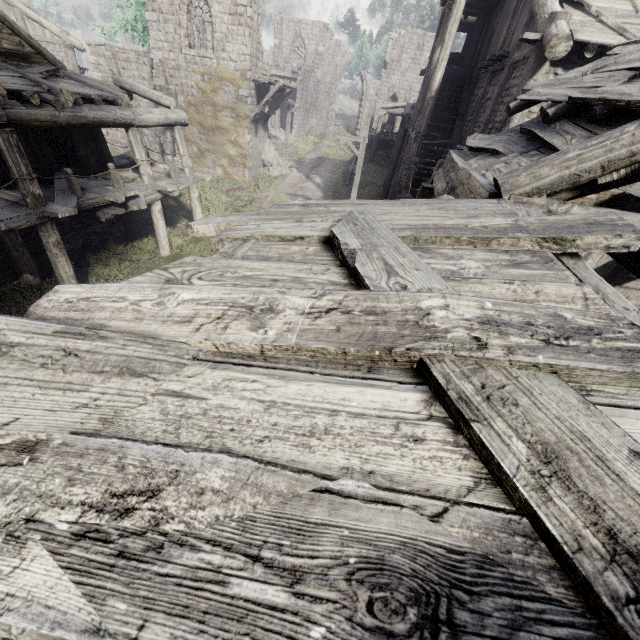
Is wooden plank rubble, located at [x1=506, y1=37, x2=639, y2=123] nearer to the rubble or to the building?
the building

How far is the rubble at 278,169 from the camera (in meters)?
25.75

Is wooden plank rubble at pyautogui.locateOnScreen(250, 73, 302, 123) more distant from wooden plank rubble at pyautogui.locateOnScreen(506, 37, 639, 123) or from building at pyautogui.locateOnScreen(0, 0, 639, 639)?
wooden plank rubble at pyautogui.locateOnScreen(506, 37, 639, 123)

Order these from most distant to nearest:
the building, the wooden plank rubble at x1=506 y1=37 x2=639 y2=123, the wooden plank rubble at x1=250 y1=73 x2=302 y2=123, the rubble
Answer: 1. the rubble
2. the wooden plank rubble at x1=250 y1=73 x2=302 y2=123
3. the wooden plank rubble at x1=506 y1=37 x2=639 y2=123
4. the building

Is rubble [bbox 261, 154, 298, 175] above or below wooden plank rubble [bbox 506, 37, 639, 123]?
below

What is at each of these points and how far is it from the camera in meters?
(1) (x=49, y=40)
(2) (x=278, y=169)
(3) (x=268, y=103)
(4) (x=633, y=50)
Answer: (1) building, 23.1 m
(2) rubble, 26.0 m
(3) wooden plank rubble, 21.1 m
(4) wooden plank rubble, 5.2 m

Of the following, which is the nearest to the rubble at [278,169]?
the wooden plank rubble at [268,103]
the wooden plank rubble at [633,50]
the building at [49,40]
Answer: the building at [49,40]
